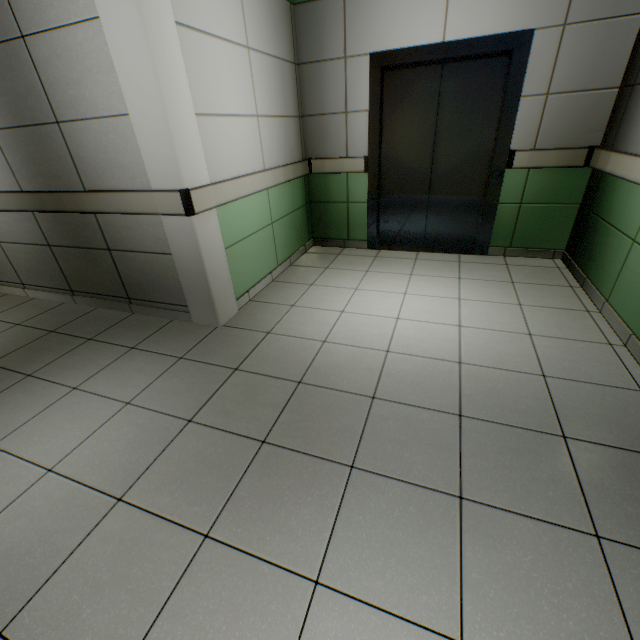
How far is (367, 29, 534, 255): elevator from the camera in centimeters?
300cm

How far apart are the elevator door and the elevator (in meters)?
0.01

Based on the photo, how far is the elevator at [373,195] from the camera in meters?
3.0 m

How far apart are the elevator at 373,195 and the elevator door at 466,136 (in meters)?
0.01

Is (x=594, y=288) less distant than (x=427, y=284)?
Yes

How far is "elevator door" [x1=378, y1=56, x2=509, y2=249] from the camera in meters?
3.3
